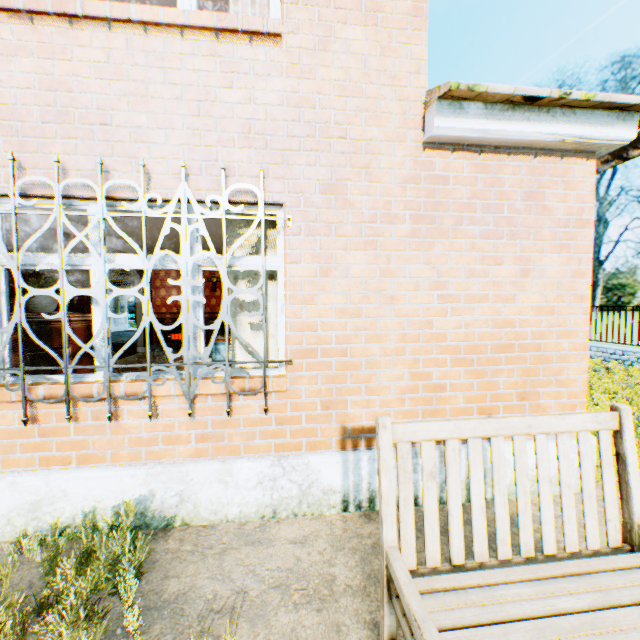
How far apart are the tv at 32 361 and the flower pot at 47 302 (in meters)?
0.01

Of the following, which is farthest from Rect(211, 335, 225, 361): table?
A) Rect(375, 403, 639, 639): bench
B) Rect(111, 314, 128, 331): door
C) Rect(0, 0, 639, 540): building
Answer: Rect(111, 314, 128, 331): door

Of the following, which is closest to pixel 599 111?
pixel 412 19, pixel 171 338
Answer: pixel 412 19

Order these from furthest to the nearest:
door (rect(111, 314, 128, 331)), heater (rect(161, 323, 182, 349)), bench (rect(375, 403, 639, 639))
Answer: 1. door (rect(111, 314, 128, 331))
2. heater (rect(161, 323, 182, 349))
3. bench (rect(375, 403, 639, 639))

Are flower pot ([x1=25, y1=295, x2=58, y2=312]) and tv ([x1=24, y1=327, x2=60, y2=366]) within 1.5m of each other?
yes

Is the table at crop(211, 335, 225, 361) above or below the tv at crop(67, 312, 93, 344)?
below

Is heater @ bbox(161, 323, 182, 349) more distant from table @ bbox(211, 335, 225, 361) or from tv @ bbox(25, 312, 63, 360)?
tv @ bbox(25, 312, 63, 360)

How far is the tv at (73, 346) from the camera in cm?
365
